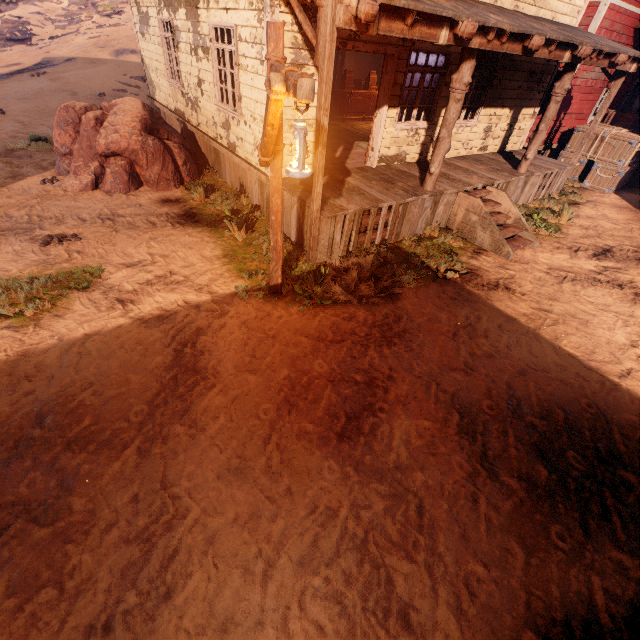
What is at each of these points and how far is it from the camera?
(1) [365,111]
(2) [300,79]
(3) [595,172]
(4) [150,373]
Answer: (1) table, 12.8m
(2) light pole, 2.3m
(3) wooden box, 11.8m
(4) z, 4.0m

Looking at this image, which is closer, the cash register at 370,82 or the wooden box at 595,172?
the wooden box at 595,172

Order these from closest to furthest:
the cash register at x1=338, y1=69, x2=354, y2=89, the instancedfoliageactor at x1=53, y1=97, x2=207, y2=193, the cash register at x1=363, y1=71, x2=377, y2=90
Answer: the instancedfoliageactor at x1=53, y1=97, x2=207, y2=193 → the cash register at x1=338, y1=69, x2=354, y2=89 → the cash register at x1=363, y1=71, x2=377, y2=90

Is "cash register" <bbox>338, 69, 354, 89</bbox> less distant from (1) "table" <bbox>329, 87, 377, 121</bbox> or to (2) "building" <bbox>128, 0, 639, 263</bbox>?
(1) "table" <bbox>329, 87, 377, 121</bbox>

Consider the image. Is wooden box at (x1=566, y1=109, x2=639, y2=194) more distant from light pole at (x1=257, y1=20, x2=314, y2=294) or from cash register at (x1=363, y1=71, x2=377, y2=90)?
light pole at (x1=257, y1=20, x2=314, y2=294)

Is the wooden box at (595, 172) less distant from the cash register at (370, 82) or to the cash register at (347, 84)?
the cash register at (370, 82)

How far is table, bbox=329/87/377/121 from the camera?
12.0m

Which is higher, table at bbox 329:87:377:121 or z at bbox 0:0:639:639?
table at bbox 329:87:377:121
